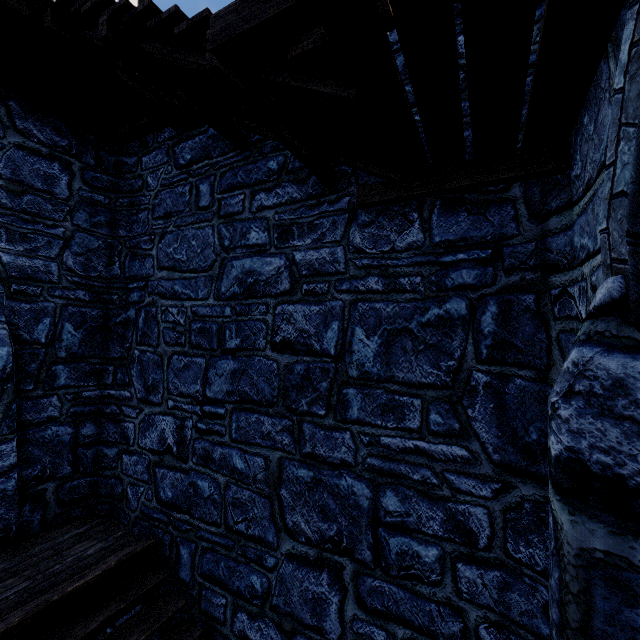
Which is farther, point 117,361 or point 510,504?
point 117,361
